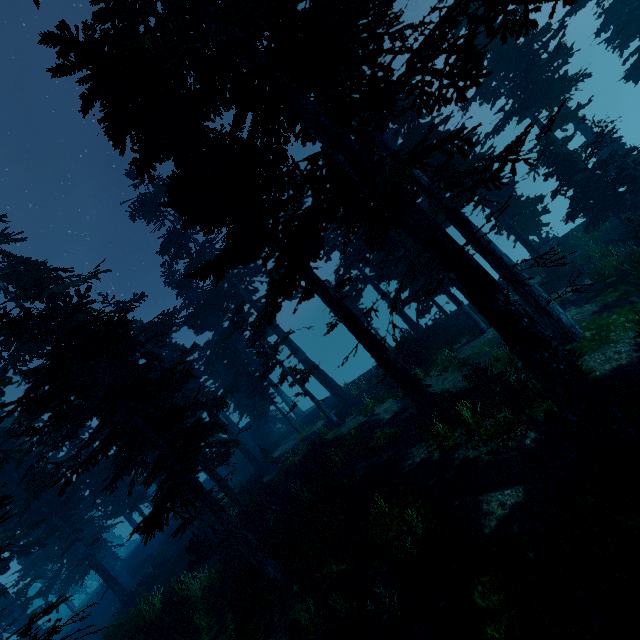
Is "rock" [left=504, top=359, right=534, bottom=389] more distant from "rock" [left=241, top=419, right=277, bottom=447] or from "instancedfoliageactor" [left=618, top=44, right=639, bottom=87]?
"rock" [left=241, top=419, right=277, bottom=447]

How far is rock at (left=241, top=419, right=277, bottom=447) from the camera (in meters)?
37.17

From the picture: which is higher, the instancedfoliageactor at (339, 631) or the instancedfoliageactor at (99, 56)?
the instancedfoliageactor at (99, 56)

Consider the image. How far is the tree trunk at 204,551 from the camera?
17.44m

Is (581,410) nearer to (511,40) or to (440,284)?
(440,284)

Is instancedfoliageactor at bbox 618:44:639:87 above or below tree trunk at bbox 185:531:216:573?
above

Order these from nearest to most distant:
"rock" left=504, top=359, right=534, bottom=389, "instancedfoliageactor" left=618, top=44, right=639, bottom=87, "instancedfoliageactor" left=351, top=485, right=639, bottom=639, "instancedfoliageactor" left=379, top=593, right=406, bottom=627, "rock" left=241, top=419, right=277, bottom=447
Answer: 1. "instancedfoliageactor" left=351, top=485, right=639, bottom=639
2. "instancedfoliageactor" left=379, top=593, right=406, bottom=627
3. "rock" left=504, top=359, right=534, bottom=389
4. "instancedfoliageactor" left=618, top=44, right=639, bottom=87
5. "rock" left=241, top=419, right=277, bottom=447

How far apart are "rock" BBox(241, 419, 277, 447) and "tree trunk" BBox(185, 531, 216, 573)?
17.6m
